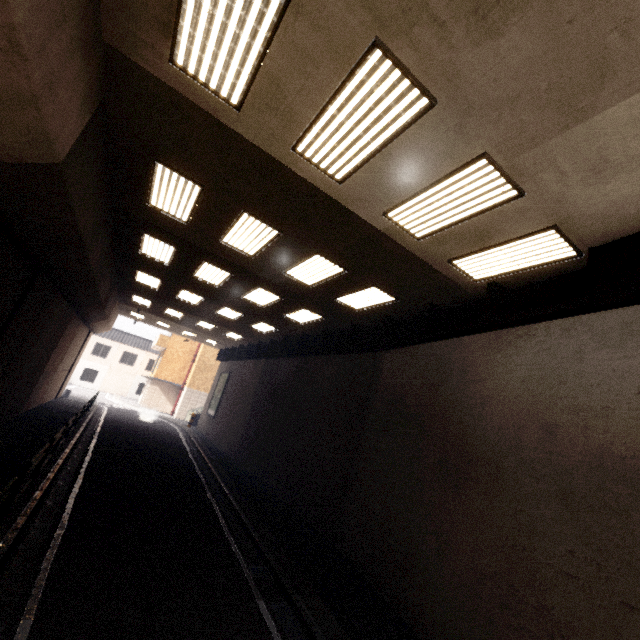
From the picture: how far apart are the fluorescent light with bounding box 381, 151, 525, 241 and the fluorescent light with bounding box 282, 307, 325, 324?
6.3m

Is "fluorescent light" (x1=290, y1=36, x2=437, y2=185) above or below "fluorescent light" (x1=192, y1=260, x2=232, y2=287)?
below

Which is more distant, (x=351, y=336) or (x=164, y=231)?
(x=351, y=336)

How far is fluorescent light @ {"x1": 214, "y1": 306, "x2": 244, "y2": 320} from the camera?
15.1m

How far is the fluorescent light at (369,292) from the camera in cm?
898

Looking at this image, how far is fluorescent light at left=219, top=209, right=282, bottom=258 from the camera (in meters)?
7.25

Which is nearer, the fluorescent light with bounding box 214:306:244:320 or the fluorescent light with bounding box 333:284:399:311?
the fluorescent light with bounding box 333:284:399:311

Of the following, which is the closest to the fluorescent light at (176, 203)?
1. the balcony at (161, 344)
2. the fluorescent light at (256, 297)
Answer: the fluorescent light at (256, 297)
